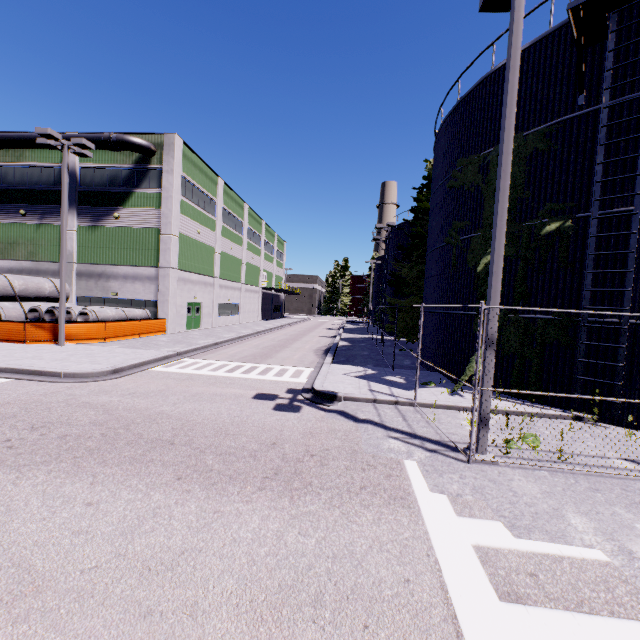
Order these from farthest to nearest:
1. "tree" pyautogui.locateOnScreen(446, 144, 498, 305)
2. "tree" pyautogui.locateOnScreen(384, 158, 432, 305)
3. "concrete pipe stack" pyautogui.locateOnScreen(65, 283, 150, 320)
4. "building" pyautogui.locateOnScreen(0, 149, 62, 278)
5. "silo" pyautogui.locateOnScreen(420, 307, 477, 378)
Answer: "building" pyautogui.locateOnScreen(0, 149, 62, 278)
"tree" pyautogui.locateOnScreen(384, 158, 432, 305)
"concrete pipe stack" pyautogui.locateOnScreen(65, 283, 150, 320)
"silo" pyautogui.locateOnScreen(420, 307, 477, 378)
"tree" pyautogui.locateOnScreen(446, 144, 498, 305)

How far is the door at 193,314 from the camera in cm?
2816

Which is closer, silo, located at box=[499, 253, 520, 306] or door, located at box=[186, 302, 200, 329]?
silo, located at box=[499, 253, 520, 306]

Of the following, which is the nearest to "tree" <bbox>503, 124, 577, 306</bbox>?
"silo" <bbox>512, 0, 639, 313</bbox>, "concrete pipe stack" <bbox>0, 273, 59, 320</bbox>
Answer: "silo" <bbox>512, 0, 639, 313</bbox>

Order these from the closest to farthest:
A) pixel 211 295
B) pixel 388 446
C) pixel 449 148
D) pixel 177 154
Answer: pixel 388 446
pixel 449 148
pixel 177 154
pixel 211 295

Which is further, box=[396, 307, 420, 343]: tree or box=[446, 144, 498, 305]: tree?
box=[396, 307, 420, 343]: tree

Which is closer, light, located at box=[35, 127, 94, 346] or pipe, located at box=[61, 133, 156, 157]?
light, located at box=[35, 127, 94, 346]

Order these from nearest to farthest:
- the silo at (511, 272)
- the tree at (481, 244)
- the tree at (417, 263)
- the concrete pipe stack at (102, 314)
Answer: the silo at (511, 272) < the tree at (481, 244) < the concrete pipe stack at (102, 314) < the tree at (417, 263)
